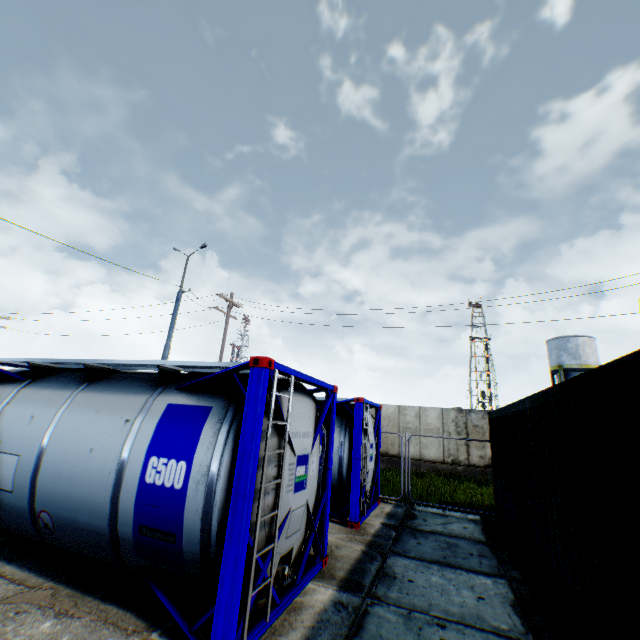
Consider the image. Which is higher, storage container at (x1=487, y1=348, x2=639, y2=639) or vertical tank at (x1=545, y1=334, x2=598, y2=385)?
vertical tank at (x1=545, y1=334, x2=598, y2=385)

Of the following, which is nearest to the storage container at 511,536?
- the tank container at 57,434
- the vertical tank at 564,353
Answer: the tank container at 57,434

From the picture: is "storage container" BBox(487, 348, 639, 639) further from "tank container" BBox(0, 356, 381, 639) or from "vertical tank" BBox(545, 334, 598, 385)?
"vertical tank" BBox(545, 334, 598, 385)

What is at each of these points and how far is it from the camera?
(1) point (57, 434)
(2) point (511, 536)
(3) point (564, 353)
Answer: (1) tank container, 4.7 meters
(2) storage container, 7.1 meters
(3) vertical tank, 32.1 meters

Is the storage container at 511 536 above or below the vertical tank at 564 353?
below

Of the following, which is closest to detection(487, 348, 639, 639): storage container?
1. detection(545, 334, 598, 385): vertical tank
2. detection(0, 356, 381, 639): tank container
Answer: detection(0, 356, 381, 639): tank container

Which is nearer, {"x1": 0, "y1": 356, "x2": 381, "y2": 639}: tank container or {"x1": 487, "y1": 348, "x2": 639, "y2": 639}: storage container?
{"x1": 487, "y1": 348, "x2": 639, "y2": 639}: storage container
